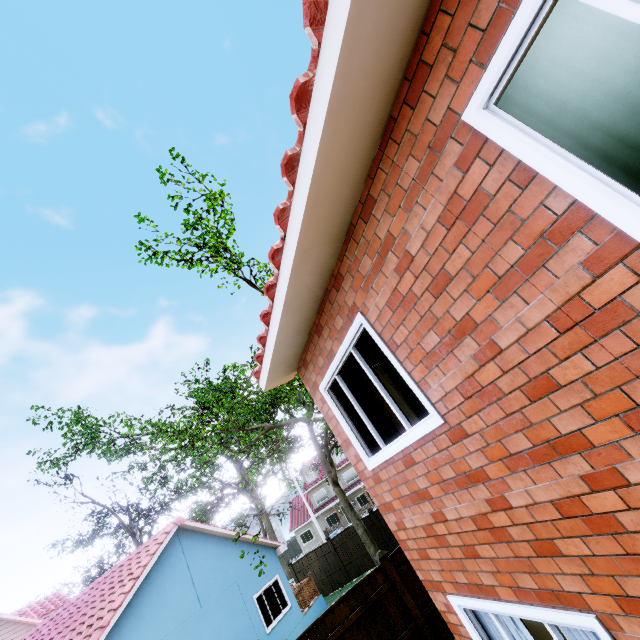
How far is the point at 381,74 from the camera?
2.2m

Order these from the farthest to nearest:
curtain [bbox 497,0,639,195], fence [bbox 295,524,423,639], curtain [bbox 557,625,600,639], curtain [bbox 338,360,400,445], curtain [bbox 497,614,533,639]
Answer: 1. fence [bbox 295,524,423,639]
2. curtain [bbox 338,360,400,445]
3. curtain [bbox 497,614,533,639]
4. curtain [bbox 557,625,600,639]
5. curtain [bbox 497,0,639,195]

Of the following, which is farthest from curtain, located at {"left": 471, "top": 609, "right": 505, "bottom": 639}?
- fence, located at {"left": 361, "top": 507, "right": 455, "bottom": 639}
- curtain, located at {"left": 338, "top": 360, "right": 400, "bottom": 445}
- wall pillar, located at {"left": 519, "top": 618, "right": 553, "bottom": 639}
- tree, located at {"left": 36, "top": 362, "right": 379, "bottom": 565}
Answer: tree, located at {"left": 36, "top": 362, "right": 379, "bottom": 565}

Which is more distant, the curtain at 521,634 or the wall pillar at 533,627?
the wall pillar at 533,627

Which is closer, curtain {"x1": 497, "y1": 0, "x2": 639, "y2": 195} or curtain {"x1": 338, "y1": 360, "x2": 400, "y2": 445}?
curtain {"x1": 497, "y1": 0, "x2": 639, "y2": 195}

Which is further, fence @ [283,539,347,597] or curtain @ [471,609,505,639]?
fence @ [283,539,347,597]

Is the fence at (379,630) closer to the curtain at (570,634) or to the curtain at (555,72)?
the curtain at (570,634)

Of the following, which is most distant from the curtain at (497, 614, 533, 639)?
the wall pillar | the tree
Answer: the tree
